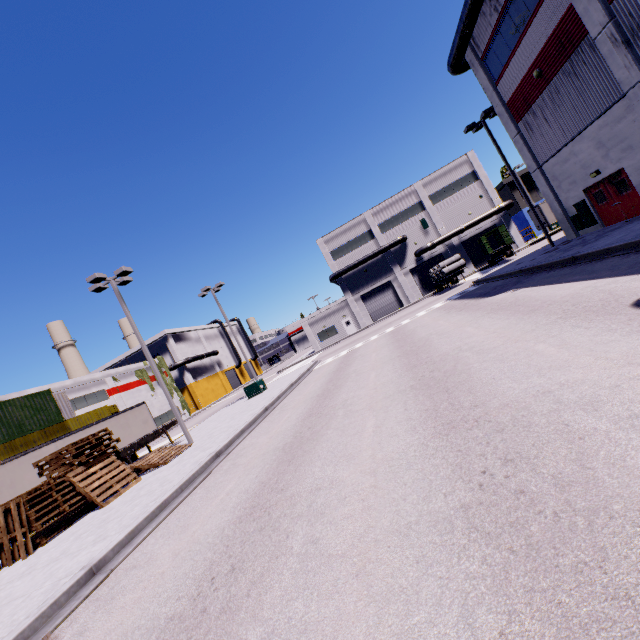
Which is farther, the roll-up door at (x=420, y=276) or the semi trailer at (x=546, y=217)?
the roll-up door at (x=420, y=276)

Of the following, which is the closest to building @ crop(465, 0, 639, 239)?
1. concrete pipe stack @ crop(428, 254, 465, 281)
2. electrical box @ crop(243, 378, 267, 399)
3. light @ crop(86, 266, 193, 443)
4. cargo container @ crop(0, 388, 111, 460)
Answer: light @ crop(86, 266, 193, 443)

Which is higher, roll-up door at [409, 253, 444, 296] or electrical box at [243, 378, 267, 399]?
roll-up door at [409, 253, 444, 296]

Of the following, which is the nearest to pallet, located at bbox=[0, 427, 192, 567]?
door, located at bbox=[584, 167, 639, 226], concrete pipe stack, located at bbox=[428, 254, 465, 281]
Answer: door, located at bbox=[584, 167, 639, 226]

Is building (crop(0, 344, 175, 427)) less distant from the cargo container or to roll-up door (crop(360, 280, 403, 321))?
roll-up door (crop(360, 280, 403, 321))

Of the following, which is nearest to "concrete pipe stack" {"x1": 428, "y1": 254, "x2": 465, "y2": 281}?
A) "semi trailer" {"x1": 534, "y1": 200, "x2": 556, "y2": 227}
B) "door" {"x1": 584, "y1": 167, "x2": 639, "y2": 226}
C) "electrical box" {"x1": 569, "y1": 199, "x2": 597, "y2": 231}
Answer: "semi trailer" {"x1": 534, "y1": 200, "x2": 556, "y2": 227}

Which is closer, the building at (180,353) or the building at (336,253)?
the building at (336,253)

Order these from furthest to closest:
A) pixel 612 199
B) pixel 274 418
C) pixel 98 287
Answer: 1. pixel 98 287
2. pixel 612 199
3. pixel 274 418
